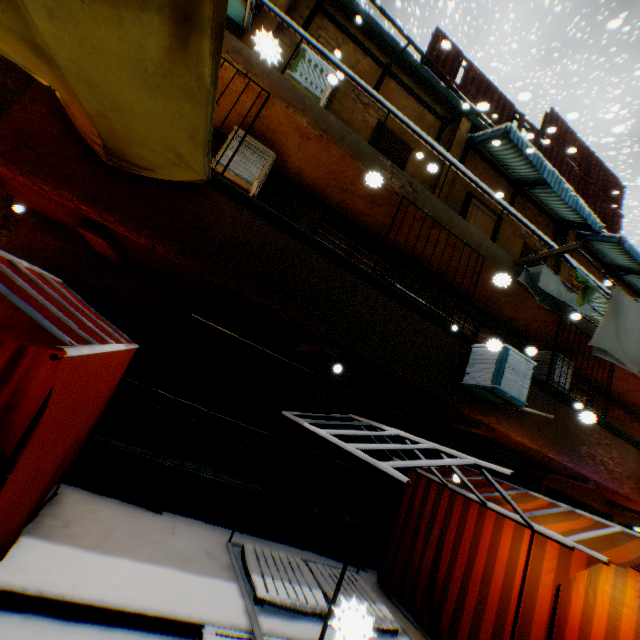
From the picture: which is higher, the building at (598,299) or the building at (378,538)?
the building at (598,299)

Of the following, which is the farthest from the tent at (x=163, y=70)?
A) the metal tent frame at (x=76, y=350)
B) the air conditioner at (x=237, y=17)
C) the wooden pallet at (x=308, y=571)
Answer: the air conditioner at (x=237, y=17)

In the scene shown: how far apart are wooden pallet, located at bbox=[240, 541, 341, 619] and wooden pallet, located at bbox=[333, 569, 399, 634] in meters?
0.0 m

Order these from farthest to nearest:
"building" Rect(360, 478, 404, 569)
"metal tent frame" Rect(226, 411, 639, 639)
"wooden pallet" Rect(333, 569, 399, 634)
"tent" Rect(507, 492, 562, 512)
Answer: "building" Rect(360, 478, 404, 569)
"tent" Rect(507, 492, 562, 512)
"metal tent frame" Rect(226, 411, 639, 639)
"wooden pallet" Rect(333, 569, 399, 634)

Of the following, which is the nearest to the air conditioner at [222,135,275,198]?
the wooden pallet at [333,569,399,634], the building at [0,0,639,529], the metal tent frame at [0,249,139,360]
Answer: the building at [0,0,639,529]

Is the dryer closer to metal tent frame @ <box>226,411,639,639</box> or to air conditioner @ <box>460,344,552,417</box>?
air conditioner @ <box>460,344,552,417</box>

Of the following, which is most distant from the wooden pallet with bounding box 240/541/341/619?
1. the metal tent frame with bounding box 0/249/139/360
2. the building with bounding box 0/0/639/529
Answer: the metal tent frame with bounding box 0/249/139/360

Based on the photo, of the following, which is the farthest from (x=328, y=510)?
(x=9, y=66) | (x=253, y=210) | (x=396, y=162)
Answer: (x=9, y=66)
